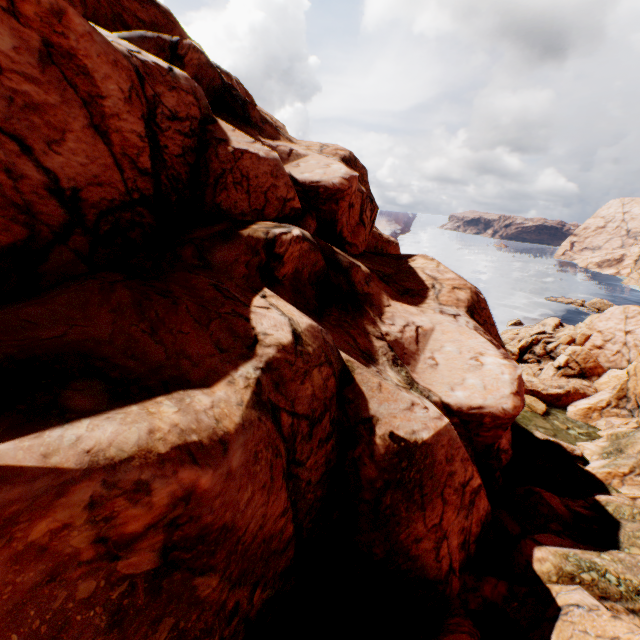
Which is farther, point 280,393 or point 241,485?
→ point 280,393
